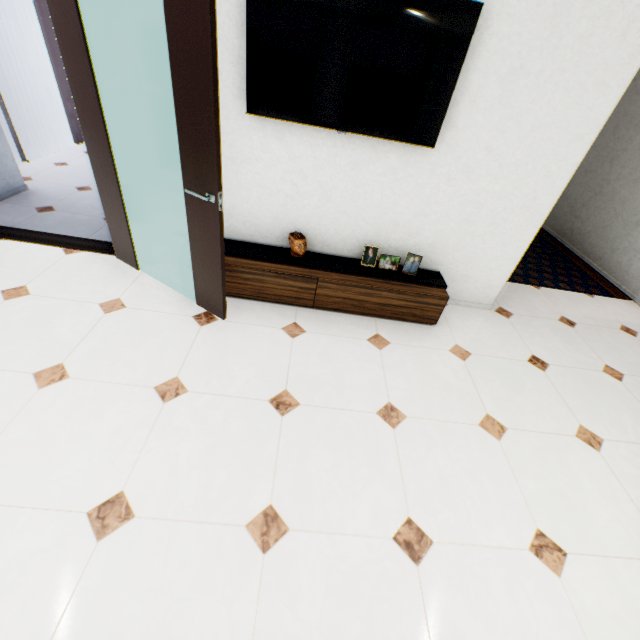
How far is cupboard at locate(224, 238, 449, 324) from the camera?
2.8m

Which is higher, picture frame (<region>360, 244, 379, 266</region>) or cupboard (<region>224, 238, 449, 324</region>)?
picture frame (<region>360, 244, 379, 266</region>)

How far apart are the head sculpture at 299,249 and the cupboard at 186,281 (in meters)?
0.05

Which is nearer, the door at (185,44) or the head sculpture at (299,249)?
the door at (185,44)

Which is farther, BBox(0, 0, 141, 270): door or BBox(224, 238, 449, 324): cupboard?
BBox(224, 238, 449, 324): cupboard

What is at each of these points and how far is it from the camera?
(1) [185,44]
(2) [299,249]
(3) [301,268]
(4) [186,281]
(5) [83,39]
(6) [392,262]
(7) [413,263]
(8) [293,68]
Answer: (1) door, 1.66m
(2) head sculpture, 2.89m
(3) cupboard, 2.88m
(4) cupboard, 2.85m
(5) door, 2.00m
(6) picture frame, 3.05m
(7) picture frame, 3.02m
(8) tv, 2.18m

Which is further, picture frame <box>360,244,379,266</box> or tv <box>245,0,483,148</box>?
picture frame <box>360,244,379,266</box>
